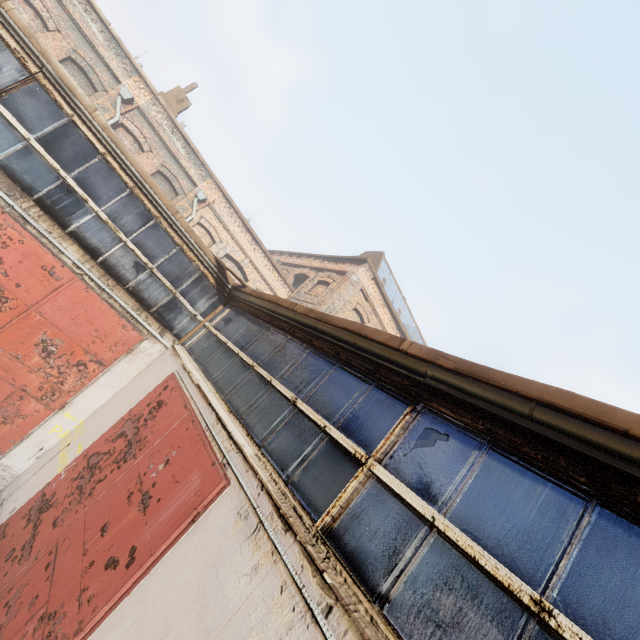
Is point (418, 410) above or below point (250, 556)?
→ above
